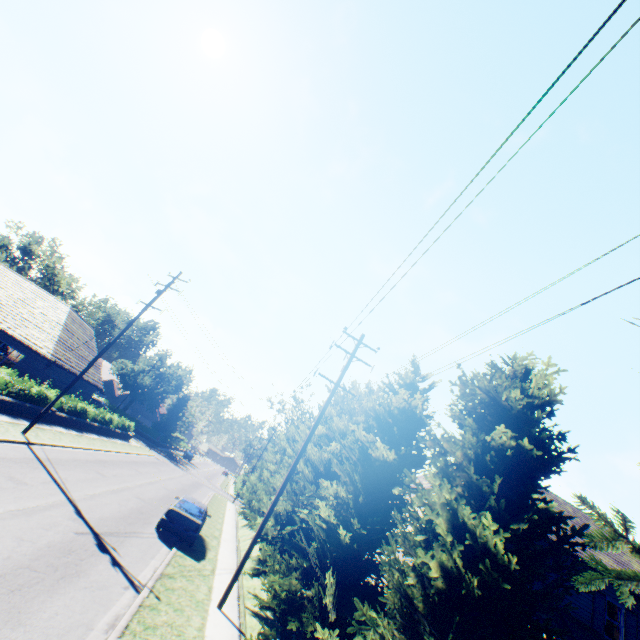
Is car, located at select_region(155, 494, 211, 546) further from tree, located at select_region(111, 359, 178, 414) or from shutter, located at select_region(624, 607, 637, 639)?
shutter, located at select_region(624, 607, 637, 639)

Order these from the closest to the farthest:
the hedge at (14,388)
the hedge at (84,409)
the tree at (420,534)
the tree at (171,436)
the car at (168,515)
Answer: the tree at (420,534)
the car at (168,515)
the hedge at (14,388)
the hedge at (84,409)
the tree at (171,436)

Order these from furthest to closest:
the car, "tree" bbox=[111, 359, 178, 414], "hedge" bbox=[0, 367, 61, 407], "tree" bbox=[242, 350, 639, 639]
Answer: "tree" bbox=[111, 359, 178, 414]
"hedge" bbox=[0, 367, 61, 407]
the car
"tree" bbox=[242, 350, 639, 639]

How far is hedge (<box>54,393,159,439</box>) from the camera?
24.53m

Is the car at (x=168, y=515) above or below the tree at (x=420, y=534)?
below

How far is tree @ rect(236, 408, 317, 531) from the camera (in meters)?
19.95

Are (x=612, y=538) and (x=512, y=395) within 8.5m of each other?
yes

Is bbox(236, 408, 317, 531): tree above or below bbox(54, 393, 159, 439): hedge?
above
